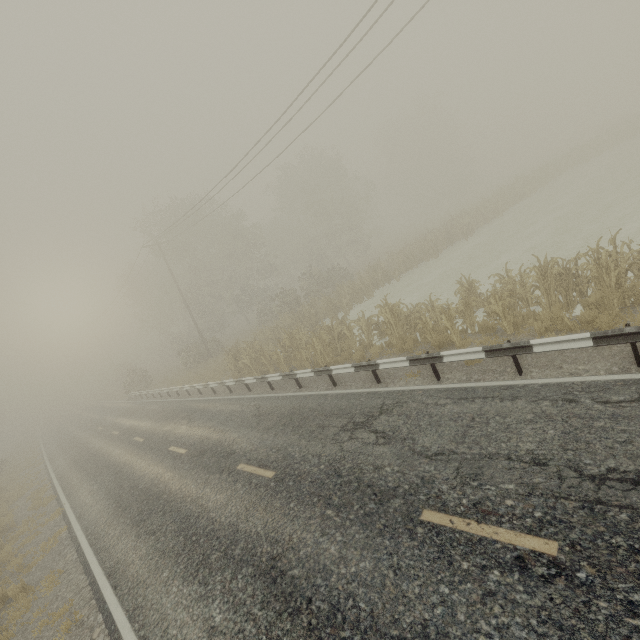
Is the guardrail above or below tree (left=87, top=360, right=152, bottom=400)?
below

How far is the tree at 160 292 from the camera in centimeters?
3156cm

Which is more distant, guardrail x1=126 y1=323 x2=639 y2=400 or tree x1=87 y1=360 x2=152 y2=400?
tree x1=87 y1=360 x2=152 y2=400

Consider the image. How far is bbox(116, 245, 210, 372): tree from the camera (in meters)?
31.56

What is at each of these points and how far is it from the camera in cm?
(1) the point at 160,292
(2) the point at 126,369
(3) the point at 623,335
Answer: (1) tree, 5000
(2) tree, 3331
(3) guardrail, 570

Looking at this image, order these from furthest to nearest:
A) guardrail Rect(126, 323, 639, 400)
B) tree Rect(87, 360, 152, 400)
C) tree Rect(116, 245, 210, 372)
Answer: tree Rect(87, 360, 152, 400) → tree Rect(116, 245, 210, 372) → guardrail Rect(126, 323, 639, 400)

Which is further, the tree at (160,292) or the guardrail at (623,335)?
the tree at (160,292)
